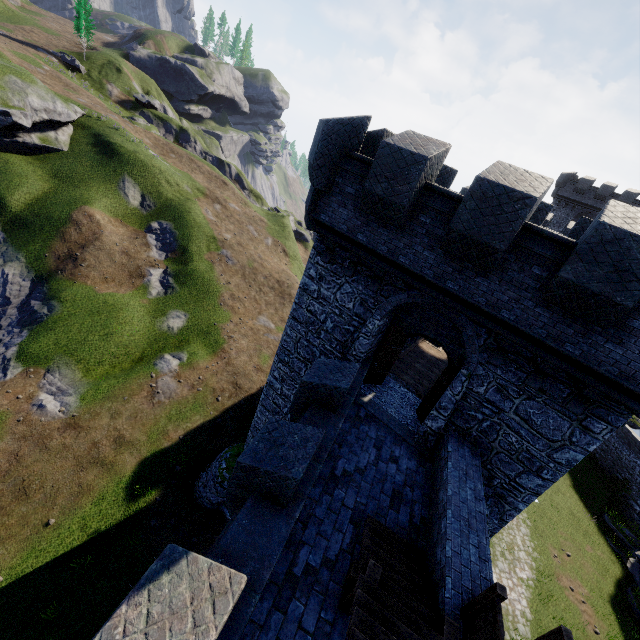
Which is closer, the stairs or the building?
the stairs

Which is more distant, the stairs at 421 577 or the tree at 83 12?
the tree at 83 12

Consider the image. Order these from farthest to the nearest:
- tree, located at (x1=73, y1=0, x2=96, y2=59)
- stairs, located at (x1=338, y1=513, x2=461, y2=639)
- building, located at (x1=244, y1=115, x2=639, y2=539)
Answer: tree, located at (x1=73, y1=0, x2=96, y2=59)
building, located at (x1=244, y1=115, x2=639, y2=539)
stairs, located at (x1=338, y1=513, x2=461, y2=639)

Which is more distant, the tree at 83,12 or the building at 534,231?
the tree at 83,12

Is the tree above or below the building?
above

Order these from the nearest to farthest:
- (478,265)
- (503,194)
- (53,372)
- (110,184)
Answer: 1. (503,194)
2. (478,265)
3. (53,372)
4. (110,184)

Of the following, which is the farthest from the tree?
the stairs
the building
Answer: the stairs

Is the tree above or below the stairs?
above
